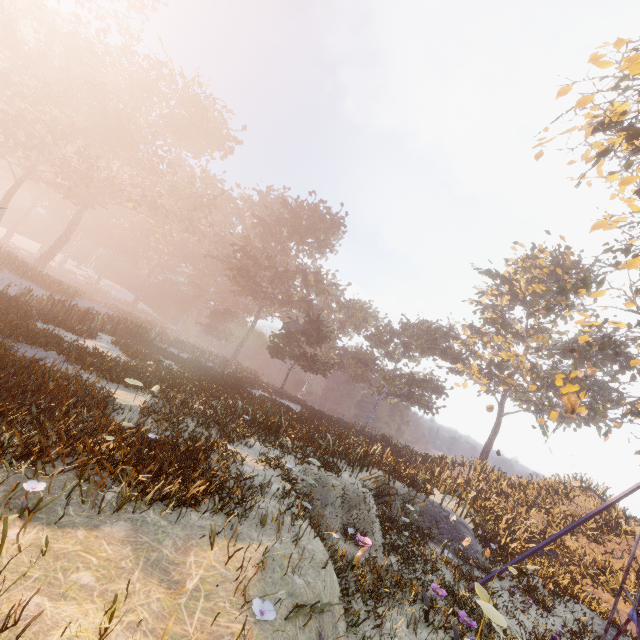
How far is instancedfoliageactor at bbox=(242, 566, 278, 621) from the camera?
3.0 meters

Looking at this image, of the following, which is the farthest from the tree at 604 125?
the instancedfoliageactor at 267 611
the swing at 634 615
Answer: the instancedfoliageactor at 267 611

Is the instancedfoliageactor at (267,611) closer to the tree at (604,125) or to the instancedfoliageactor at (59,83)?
the instancedfoliageactor at (59,83)

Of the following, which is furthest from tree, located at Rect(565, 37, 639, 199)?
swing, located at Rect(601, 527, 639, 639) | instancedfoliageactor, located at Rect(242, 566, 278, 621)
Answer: instancedfoliageactor, located at Rect(242, 566, 278, 621)

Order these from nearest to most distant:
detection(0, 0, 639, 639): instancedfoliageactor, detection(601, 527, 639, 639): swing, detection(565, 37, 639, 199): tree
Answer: detection(0, 0, 639, 639): instancedfoliageactor < detection(601, 527, 639, 639): swing < detection(565, 37, 639, 199): tree

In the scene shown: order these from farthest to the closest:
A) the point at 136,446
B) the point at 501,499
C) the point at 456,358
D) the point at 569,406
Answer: the point at 456,358
the point at 501,499
the point at 569,406
the point at 136,446

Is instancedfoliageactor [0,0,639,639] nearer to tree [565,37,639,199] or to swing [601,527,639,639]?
swing [601,527,639,639]

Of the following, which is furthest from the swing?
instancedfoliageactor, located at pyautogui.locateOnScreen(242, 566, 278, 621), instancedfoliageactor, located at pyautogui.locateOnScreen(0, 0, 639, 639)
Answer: instancedfoliageactor, located at pyautogui.locateOnScreen(0, 0, 639, 639)
